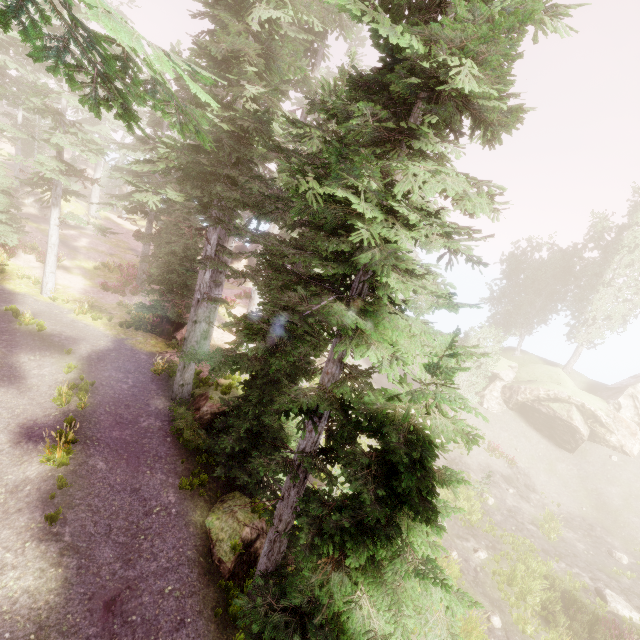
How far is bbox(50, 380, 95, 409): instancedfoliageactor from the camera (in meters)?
10.84

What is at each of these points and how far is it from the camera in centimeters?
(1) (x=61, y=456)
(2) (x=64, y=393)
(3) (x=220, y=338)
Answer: (1) instancedfoliageactor, 884cm
(2) instancedfoliageactor, 1130cm
(3) rock, 1947cm

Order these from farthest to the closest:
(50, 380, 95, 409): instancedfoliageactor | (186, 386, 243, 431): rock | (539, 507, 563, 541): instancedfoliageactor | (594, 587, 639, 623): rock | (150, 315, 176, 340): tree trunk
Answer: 1. (539, 507, 563, 541): instancedfoliageactor
2. (150, 315, 176, 340): tree trunk
3. (594, 587, 639, 623): rock
4. (186, 386, 243, 431): rock
5. (50, 380, 95, 409): instancedfoliageactor

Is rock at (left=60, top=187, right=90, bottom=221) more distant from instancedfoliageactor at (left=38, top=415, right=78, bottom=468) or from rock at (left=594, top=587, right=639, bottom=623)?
rock at (left=594, top=587, right=639, bottom=623)

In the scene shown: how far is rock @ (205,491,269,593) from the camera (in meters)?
8.49

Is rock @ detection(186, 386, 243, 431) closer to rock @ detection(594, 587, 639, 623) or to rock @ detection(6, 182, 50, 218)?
rock @ detection(594, 587, 639, 623)

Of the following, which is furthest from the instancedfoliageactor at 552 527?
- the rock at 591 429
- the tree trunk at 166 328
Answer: the tree trunk at 166 328
